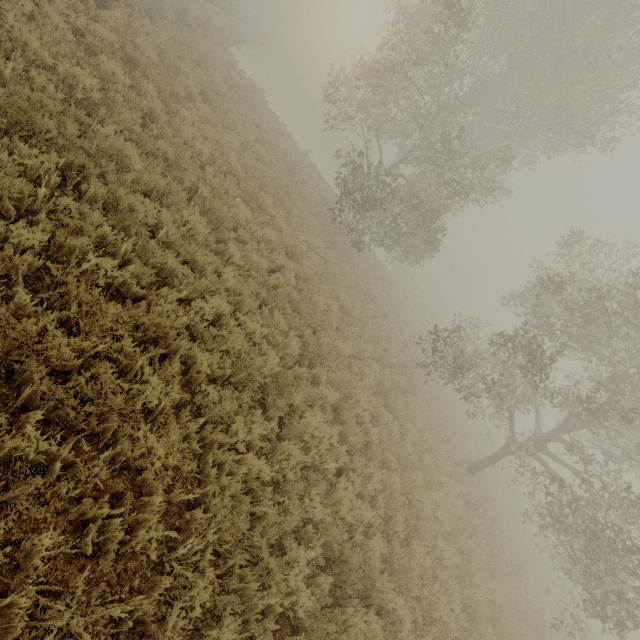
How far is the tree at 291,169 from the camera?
15.91m

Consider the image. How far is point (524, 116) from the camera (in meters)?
16.88

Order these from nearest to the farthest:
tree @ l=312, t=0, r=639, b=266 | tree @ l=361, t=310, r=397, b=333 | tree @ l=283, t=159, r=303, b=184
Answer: tree @ l=312, t=0, r=639, b=266 → tree @ l=361, t=310, r=397, b=333 → tree @ l=283, t=159, r=303, b=184

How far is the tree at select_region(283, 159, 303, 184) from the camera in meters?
15.9

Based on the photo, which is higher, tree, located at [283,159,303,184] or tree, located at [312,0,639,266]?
tree, located at [312,0,639,266]
